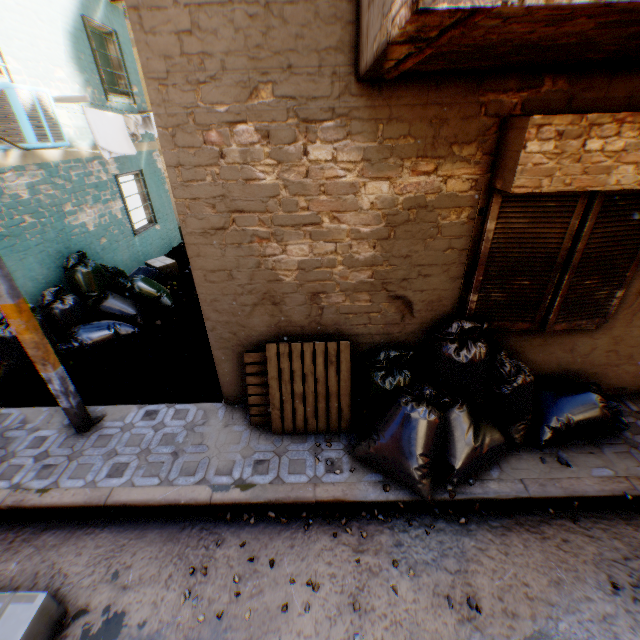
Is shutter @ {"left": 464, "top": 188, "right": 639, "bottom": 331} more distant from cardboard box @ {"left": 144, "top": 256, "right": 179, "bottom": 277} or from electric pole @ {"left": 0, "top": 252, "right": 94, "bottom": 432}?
cardboard box @ {"left": 144, "top": 256, "right": 179, "bottom": 277}

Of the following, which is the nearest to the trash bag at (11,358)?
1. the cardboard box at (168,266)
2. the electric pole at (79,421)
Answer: the electric pole at (79,421)

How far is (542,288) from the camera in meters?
3.5 m

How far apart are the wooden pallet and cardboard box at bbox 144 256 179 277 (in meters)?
5.64

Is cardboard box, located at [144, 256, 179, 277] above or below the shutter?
below

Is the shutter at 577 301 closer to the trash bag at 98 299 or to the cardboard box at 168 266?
the trash bag at 98 299

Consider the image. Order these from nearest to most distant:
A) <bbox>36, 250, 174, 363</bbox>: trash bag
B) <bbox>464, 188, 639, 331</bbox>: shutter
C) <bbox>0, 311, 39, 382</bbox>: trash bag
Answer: <bbox>464, 188, 639, 331</bbox>: shutter → <bbox>0, 311, 39, 382</bbox>: trash bag → <bbox>36, 250, 174, 363</bbox>: trash bag

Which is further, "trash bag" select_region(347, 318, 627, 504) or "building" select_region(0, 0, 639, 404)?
"trash bag" select_region(347, 318, 627, 504)
